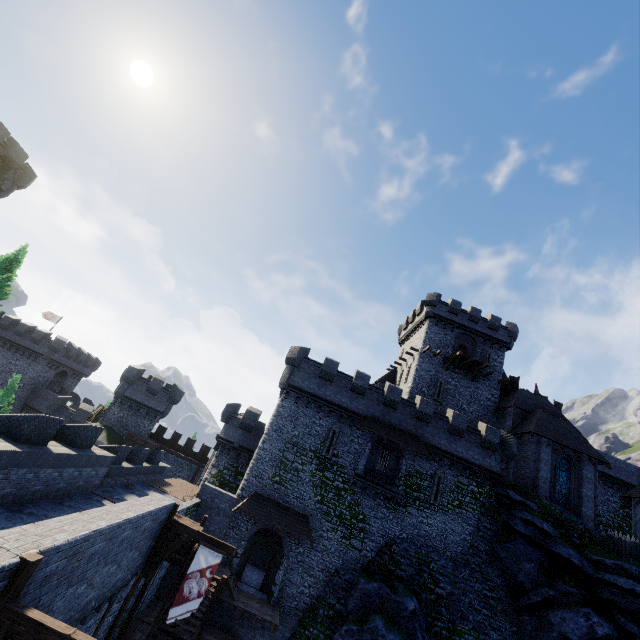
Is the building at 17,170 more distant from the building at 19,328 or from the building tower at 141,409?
the building at 19,328

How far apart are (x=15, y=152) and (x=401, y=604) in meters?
45.6

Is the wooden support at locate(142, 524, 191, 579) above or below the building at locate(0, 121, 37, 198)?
below

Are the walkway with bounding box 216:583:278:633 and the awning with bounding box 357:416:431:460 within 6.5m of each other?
no

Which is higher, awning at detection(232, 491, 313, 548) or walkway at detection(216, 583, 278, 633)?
awning at detection(232, 491, 313, 548)

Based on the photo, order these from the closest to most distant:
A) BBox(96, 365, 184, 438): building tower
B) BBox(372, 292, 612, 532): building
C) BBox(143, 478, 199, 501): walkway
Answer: BBox(143, 478, 199, 501): walkway → BBox(372, 292, 612, 532): building → BBox(96, 365, 184, 438): building tower

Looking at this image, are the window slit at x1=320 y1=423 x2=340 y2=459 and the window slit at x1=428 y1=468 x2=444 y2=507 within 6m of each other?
no

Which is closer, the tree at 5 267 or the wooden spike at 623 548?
the wooden spike at 623 548
